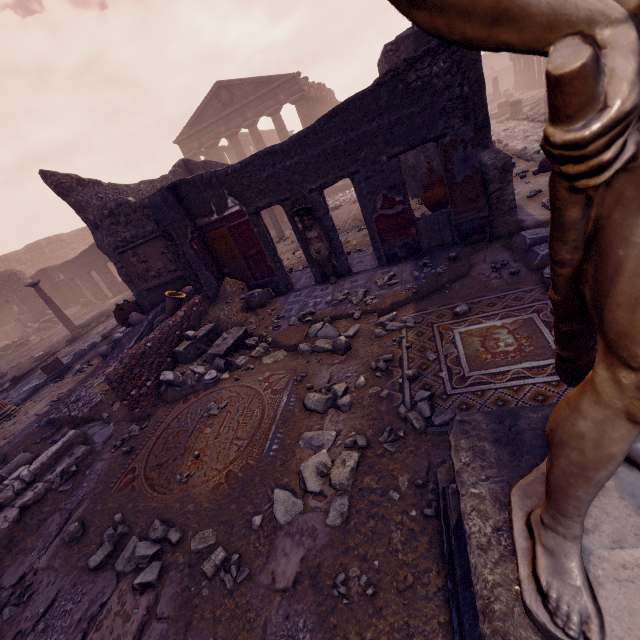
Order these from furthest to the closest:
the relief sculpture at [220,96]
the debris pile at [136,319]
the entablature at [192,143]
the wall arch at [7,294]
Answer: the relief sculpture at [220,96]
the entablature at [192,143]
the wall arch at [7,294]
the debris pile at [136,319]

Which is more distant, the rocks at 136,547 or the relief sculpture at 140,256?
the relief sculpture at 140,256

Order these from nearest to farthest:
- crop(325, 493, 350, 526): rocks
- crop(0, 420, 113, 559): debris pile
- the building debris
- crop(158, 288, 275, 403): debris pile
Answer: crop(325, 493, 350, 526): rocks, crop(0, 420, 113, 559): debris pile, crop(158, 288, 275, 403): debris pile, the building debris

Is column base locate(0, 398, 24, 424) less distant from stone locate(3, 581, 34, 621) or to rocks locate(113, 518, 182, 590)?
stone locate(3, 581, 34, 621)

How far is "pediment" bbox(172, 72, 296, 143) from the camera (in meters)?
23.03

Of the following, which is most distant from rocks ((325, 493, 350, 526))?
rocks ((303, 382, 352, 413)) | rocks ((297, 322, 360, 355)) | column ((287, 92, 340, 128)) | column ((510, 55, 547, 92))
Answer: column ((510, 55, 547, 92))

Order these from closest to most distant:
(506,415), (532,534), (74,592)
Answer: (532,534), (506,415), (74,592)

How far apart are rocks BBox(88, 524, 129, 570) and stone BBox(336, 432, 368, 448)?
2.3m
